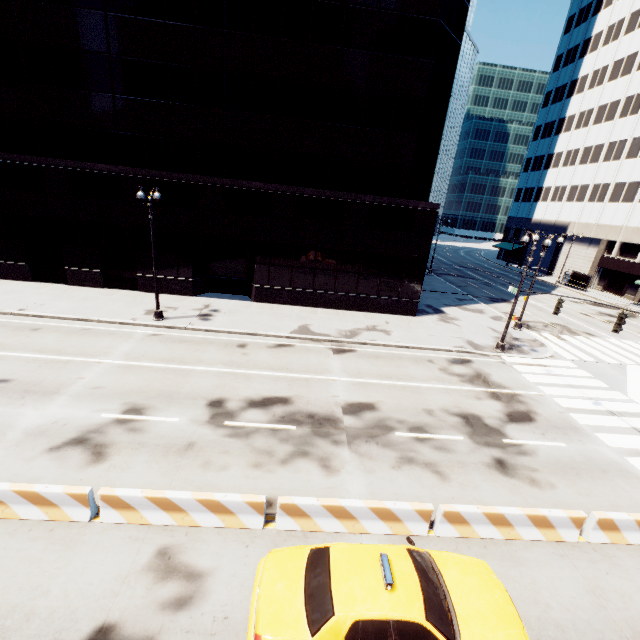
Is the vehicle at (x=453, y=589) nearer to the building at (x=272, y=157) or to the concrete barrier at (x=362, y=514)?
the concrete barrier at (x=362, y=514)

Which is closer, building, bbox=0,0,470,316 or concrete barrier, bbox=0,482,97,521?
concrete barrier, bbox=0,482,97,521

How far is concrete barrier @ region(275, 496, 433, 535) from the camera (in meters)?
8.05

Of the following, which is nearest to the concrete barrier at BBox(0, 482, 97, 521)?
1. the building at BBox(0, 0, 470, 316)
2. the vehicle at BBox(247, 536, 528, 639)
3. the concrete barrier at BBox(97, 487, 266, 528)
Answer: the concrete barrier at BBox(97, 487, 266, 528)

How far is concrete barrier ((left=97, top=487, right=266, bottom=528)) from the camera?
7.8 meters

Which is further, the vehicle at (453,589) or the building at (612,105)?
the building at (612,105)

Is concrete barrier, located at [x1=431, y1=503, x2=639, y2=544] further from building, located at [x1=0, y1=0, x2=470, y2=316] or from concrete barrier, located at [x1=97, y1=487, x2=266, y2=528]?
building, located at [x1=0, y1=0, x2=470, y2=316]

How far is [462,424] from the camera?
13.1 meters
